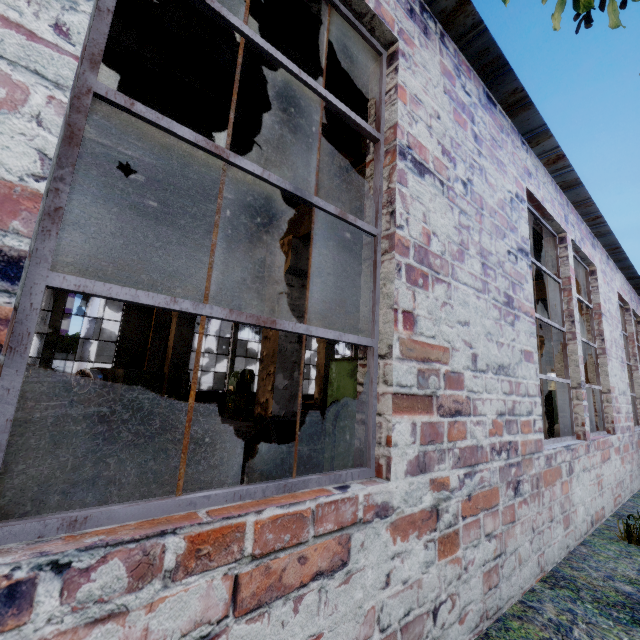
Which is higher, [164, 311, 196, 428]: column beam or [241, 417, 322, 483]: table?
[164, 311, 196, 428]: column beam

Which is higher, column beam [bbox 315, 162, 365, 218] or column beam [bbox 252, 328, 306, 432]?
column beam [bbox 315, 162, 365, 218]

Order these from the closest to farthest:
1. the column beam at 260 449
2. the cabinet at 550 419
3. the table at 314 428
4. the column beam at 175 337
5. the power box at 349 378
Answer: the power box at 349 378
the table at 314 428
the column beam at 260 449
the cabinet at 550 419
the column beam at 175 337

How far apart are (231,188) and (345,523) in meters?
5.0 m

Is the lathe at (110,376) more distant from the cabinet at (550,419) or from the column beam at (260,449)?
the cabinet at (550,419)

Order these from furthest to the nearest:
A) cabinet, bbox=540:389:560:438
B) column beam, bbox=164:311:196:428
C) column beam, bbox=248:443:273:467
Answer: column beam, bbox=164:311:196:428, cabinet, bbox=540:389:560:438, column beam, bbox=248:443:273:467

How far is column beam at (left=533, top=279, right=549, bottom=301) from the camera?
7.61m

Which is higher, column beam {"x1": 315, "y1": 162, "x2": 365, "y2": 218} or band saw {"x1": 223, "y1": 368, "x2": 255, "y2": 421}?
column beam {"x1": 315, "y1": 162, "x2": 365, "y2": 218}
